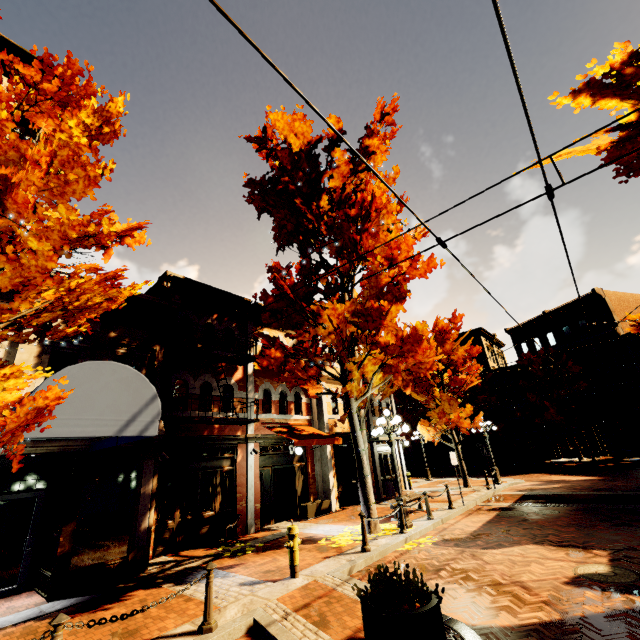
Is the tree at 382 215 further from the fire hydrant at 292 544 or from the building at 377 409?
the fire hydrant at 292 544

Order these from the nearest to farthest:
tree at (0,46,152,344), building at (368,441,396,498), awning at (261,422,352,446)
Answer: tree at (0,46,152,344)
awning at (261,422,352,446)
building at (368,441,396,498)

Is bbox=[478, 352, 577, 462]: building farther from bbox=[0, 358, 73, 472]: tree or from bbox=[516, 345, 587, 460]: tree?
bbox=[516, 345, 587, 460]: tree

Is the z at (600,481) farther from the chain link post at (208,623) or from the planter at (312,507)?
the chain link post at (208,623)

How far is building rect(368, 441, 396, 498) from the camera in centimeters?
1750cm

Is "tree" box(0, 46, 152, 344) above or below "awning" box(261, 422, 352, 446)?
above

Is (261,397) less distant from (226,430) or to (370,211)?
(226,430)

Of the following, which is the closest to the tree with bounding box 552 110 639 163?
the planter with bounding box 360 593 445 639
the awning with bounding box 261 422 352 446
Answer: the awning with bounding box 261 422 352 446
